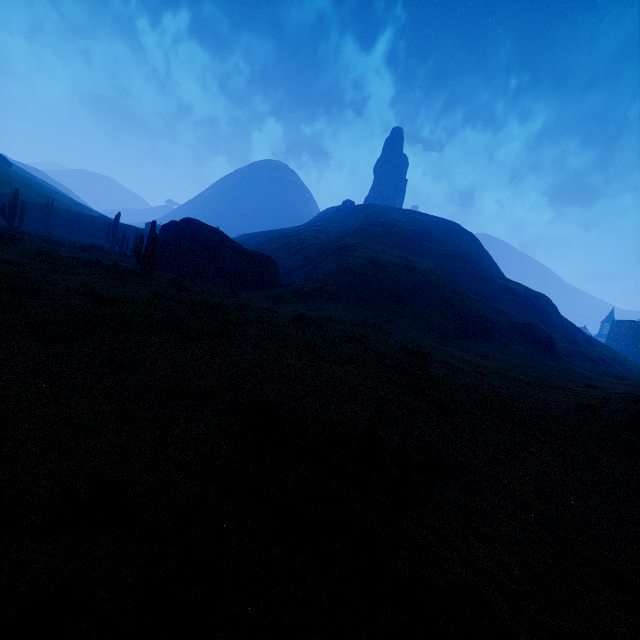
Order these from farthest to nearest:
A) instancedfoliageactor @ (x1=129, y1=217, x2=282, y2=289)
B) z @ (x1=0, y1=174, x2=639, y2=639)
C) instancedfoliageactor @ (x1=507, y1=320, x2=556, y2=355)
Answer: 1. instancedfoliageactor @ (x1=507, y1=320, x2=556, y2=355)
2. instancedfoliageactor @ (x1=129, y1=217, x2=282, y2=289)
3. z @ (x1=0, y1=174, x2=639, y2=639)

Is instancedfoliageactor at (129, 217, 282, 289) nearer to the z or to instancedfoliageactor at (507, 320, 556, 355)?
the z

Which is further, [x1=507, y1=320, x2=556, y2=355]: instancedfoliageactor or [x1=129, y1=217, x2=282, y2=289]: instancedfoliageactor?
[x1=507, y1=320, x2=556, y2=355]: instancedfoliageactor

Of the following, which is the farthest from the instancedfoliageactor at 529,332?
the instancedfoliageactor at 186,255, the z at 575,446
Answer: the instancedfoliageactor at 186,255

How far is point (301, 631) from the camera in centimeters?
173cm

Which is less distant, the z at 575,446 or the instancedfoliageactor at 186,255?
the z at 575,446

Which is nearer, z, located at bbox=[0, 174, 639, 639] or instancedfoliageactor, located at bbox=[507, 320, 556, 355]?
z, located at bbox=[0, 174, 639, 639]
